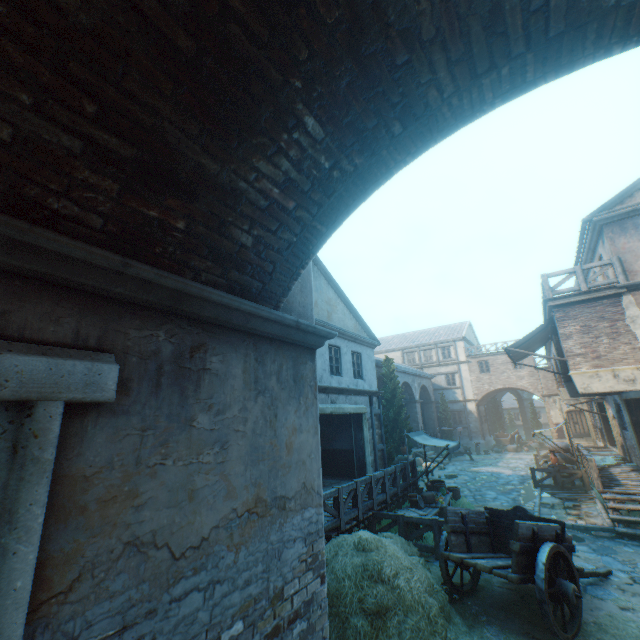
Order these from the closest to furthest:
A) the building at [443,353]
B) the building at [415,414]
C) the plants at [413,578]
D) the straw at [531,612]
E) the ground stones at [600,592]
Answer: the plants at [413,578]
the straw at [531,612]
the ground stones at [600,592]
the building at [415,414]
the building at [443,353]

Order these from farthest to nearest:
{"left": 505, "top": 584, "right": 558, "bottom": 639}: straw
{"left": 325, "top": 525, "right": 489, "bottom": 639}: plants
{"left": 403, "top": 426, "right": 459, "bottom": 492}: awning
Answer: {"left": 403, "top": 426, "right": 459, "bottom": 492}: awning, {"left": 505, "top": 584, "right": 558, "bottom": 639}: straw, {"left": 325, "top": 525, "right": 489, "bottom": 639}: plants

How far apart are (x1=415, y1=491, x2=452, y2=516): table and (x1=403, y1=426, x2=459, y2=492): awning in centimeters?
12cm

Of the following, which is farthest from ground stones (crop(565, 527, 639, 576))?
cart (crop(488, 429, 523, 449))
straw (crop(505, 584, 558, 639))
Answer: cart (crop(488, 429, 523, 449))

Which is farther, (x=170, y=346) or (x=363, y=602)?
(x=363, y=602)

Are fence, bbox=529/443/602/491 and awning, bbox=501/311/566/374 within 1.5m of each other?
no

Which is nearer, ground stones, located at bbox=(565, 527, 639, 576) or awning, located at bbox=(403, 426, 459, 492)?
ground stones, located at bbox=(565, 527, 639, 576)

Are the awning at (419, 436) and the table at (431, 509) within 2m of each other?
yes
